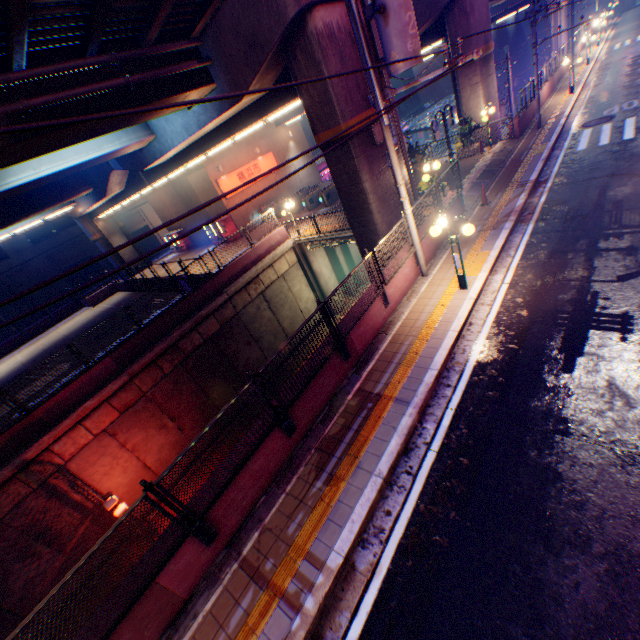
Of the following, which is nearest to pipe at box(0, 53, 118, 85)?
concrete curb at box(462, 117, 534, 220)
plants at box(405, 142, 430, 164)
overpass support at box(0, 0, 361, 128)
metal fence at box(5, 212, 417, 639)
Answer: overpass support at box(0, 0, 361, 128)

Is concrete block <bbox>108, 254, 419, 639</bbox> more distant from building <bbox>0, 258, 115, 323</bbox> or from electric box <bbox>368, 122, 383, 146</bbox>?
building <bbox>0, 258, 115, 323</bbox>

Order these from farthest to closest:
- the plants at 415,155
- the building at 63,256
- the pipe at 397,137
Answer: the building at 63,256 → the plants at 415,155 → the pipe at 397,137

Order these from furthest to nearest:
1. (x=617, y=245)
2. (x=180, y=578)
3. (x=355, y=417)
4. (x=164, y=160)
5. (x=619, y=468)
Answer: (x=164, y=160) → (x=617, y=245) → (x=355, y=417) → (x=180, y=578) → (x=619, y=468)

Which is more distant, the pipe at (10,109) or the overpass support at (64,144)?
the overpass support at (64,144)

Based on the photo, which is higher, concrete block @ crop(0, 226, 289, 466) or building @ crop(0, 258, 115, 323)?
building @ crop(0, 258, 115, 323)

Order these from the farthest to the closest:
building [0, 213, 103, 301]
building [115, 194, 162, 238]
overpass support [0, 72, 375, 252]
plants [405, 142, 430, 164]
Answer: building [115, 194, 162, 238], building [0, 213, 103, 301], plants [405, 142, 430, 164], overpass support [0, 72, 375, 252]

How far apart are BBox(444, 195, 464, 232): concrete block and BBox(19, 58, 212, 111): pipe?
8.7m
